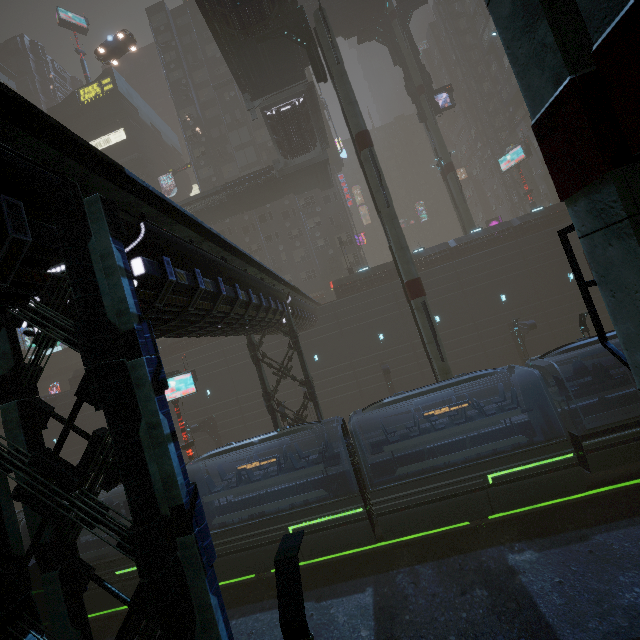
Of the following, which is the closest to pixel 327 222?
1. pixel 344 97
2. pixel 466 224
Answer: pixel 466 224

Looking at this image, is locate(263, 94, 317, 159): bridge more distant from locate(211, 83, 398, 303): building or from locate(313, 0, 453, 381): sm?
locate(211, 83, 398, 303): building

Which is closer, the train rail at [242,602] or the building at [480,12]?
the train rail at [242,602]

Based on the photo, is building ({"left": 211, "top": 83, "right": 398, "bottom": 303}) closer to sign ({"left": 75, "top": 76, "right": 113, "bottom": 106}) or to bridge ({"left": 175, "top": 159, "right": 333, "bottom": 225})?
sign ({"left": 75, "top": 76, "right": 113, "bottom": 106})

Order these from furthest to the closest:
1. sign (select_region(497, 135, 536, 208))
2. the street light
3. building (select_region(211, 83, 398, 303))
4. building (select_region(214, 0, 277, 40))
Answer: sign (select_region(497, 135, 536, 208)) < building (select_region(211, 83, 398, 303)) < building (select_region(214, 0, 277, 40)) < the street light

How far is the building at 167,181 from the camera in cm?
5141

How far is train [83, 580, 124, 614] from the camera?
14.4 meters

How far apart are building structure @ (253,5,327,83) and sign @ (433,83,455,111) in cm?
1960
